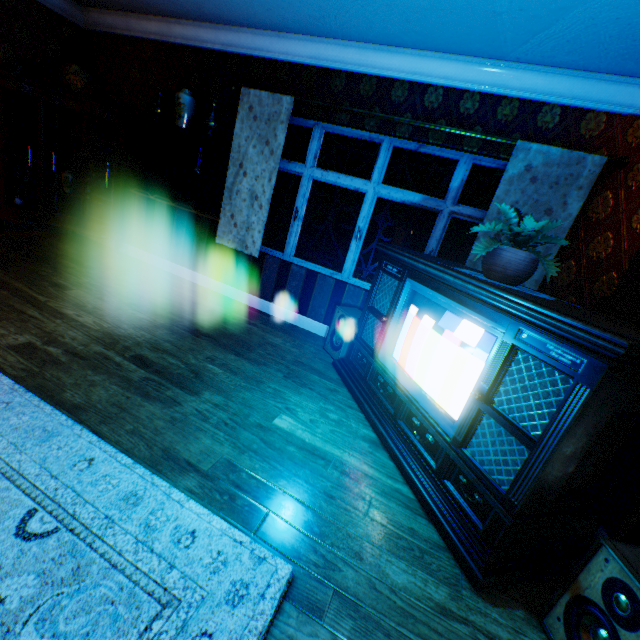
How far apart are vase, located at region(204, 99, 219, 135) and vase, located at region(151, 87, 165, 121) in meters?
0.8

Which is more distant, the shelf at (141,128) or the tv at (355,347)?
the shelf at (141,128)

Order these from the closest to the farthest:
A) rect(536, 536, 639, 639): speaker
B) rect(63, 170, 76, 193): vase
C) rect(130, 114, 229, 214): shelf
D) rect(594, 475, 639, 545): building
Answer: rect(536, 536, 639, 639): speaker
rect(594, 475, 639, 545): building
rect(130, 114, 229, 214): shelf
rect(63, 170, 76, 193): vase

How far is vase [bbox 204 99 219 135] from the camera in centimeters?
395cm

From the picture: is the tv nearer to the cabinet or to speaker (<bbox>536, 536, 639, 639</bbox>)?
speaker (<bbox>536, 536, 639, 639</bbox>)

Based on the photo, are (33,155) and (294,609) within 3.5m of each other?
no

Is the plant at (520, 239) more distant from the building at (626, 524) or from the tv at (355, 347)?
the building at (626, 524)

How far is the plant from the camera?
2.03m
